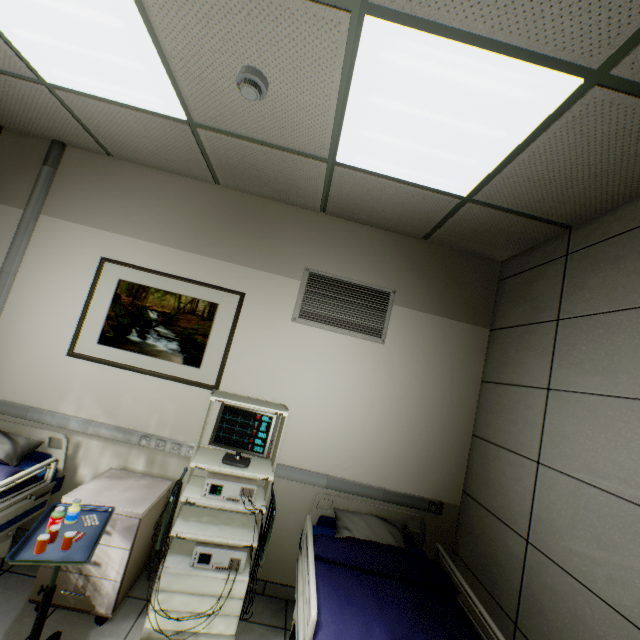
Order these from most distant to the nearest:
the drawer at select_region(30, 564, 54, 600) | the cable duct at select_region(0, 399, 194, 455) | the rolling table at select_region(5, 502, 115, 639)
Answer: the cable duct at select_region(0, 399, 194, 455)
the drawer at select_region(30, 564, 54, 600)
the rolling table at select_region(5, 502, 115, 639)

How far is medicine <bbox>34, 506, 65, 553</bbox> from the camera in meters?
1.5 m

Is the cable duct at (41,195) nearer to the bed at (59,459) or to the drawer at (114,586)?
the bed at (59,459)

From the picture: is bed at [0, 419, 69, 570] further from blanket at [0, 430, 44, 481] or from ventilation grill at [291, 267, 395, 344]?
ventilation grill at [291, 267, 395, 344]

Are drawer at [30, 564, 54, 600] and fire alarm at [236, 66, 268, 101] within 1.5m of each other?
no

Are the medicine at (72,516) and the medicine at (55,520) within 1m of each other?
yes

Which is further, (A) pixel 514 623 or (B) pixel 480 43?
(A) pixel 514 623

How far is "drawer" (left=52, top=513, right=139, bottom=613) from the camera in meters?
2.0
